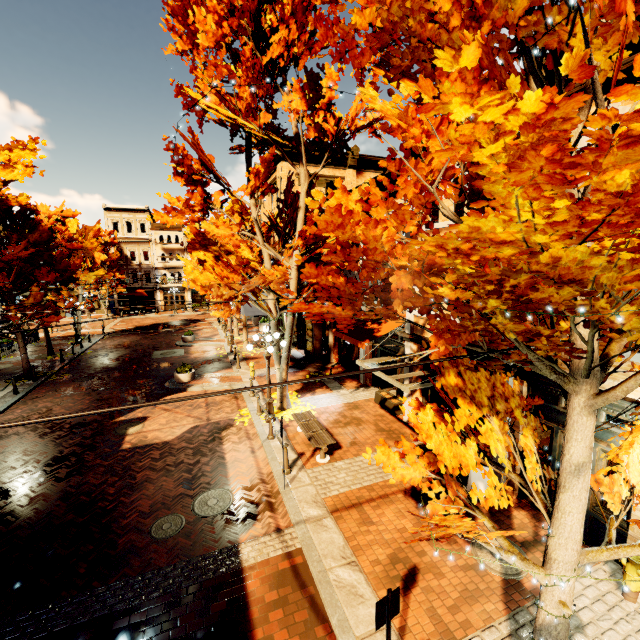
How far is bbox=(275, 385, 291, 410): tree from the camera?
13.1m

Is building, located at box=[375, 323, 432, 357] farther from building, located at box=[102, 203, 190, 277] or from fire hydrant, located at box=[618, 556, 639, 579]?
building, located at box=[102, 203, 190, 277]

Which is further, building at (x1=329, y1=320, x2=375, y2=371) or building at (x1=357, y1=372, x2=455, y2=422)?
building at (x1=329, y1=320, x2=375, y2=371)

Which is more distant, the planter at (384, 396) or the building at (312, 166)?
the building at (312, 166)

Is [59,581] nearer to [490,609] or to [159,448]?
[159,448]

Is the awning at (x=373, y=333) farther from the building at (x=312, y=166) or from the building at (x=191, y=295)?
the building at (x=191, y=295)

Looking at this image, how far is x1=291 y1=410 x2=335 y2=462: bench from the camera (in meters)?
9.64

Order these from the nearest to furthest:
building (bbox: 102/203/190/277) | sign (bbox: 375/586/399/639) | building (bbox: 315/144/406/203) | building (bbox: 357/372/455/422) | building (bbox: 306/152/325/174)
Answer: sign (bbox: 375/586/399/639)
building (bbox: 357/372/455/422)
building (bbox: 315/144/406/203)
building (bbox: 306/152/325/174)
building (bbox: 102/203/190/277)
